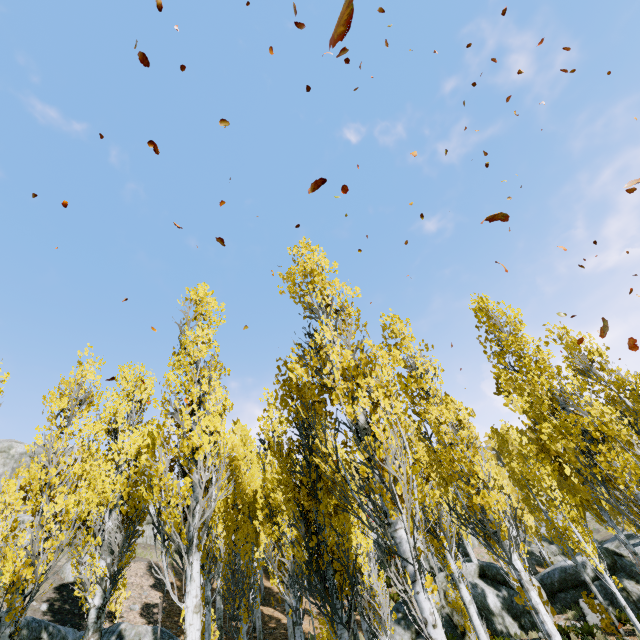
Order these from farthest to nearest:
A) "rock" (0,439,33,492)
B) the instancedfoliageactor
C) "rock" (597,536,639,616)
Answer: "rock" (0,439,33,492) → "rock" (597,536,639,616) → the instancedfoliageactor

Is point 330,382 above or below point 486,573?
above

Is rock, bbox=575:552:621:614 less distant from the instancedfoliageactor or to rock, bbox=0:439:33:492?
the instancedfoliageactor

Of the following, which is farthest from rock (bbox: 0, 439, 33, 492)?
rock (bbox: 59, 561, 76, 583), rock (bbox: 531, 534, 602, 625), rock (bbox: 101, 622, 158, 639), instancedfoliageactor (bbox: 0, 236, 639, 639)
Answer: rock (bbox: 101, 622, 158, 639)

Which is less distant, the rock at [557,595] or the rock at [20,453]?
the rock at [557,595]

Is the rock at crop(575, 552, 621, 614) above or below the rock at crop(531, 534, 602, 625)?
below

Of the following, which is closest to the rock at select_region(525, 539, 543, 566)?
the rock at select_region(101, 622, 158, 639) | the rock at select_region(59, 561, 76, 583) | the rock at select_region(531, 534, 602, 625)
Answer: the rock at select_region(531, 534, 602, 625)

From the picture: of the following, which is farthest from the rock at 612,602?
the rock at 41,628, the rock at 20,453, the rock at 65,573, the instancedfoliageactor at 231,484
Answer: the rock at 65,573
